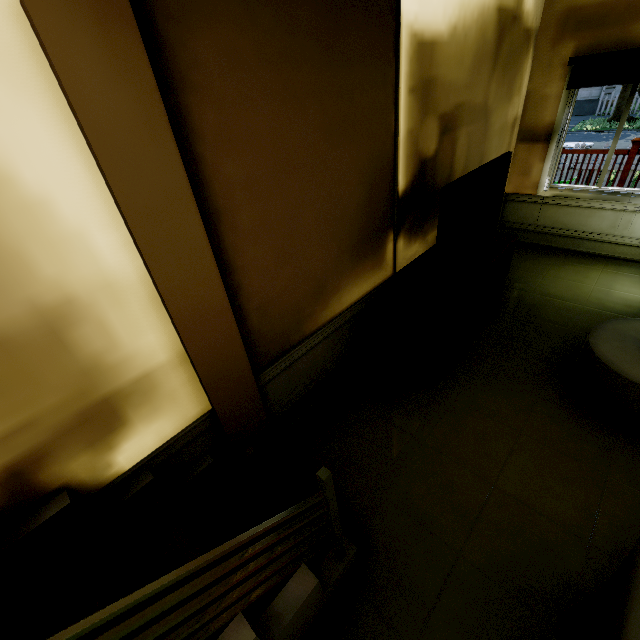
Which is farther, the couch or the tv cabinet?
the tv cabinet

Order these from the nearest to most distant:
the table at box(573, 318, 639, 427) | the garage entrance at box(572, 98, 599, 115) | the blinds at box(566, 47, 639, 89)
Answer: the table at box(573, 318, 639, 427) < the blinds at box(566, 47, 639, 89) < the garage entrance at box(572, 98, 599, 115)

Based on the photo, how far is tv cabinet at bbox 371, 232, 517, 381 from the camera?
2.6m

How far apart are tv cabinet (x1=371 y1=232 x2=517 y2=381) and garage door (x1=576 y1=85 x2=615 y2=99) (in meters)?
22.20

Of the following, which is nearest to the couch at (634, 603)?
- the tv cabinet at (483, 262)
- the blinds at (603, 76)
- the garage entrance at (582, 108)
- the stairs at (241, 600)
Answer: the stairs at (241, 600)

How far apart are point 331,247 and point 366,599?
2.07m

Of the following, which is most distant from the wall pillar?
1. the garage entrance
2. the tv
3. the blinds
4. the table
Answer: the garage entrance

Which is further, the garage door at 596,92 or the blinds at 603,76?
the garage door at 596,92
